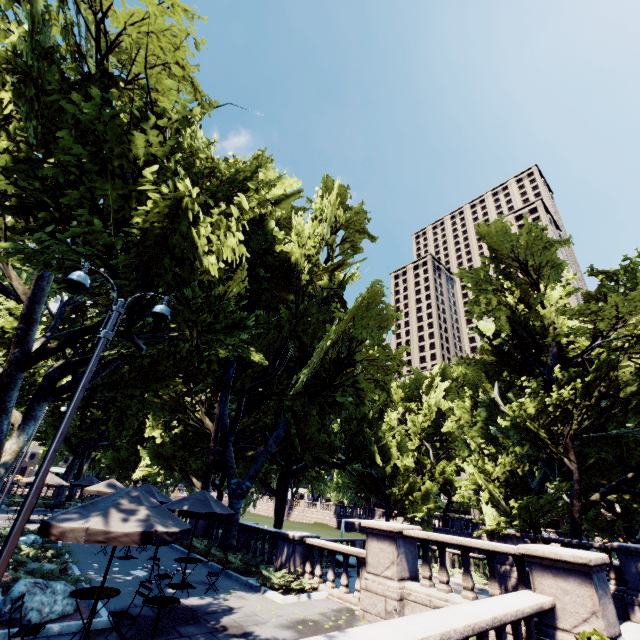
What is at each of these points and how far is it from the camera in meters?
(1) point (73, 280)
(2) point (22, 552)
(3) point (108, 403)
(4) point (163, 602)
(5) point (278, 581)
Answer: (1) light, 7.2
(2) bush, 11.5
(3) tree, 16.2
(4) table, 6.2
(5) bush, 11.7

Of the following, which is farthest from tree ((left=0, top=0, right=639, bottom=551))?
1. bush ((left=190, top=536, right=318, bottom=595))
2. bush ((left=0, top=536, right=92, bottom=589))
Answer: bush ((left=190, top=536, right=318, bottom=595))

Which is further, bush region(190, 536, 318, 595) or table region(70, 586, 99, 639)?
bush region(190, 536, 318, 595)

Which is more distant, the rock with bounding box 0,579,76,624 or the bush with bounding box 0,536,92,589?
the bush with bounding box 0,536,92,589

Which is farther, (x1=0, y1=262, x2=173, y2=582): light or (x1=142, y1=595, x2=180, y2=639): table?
(x1=142, y1=595, x2=180, y2=639): table

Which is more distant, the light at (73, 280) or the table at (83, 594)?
the table at (83, 594)

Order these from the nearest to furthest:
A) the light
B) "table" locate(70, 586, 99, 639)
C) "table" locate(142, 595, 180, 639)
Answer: the light
"table" locate(142, 595, 180, 639)
"table" locate(70, 586, 99, 639)

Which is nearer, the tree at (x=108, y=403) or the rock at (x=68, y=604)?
the rock at (x=68, y=604)
